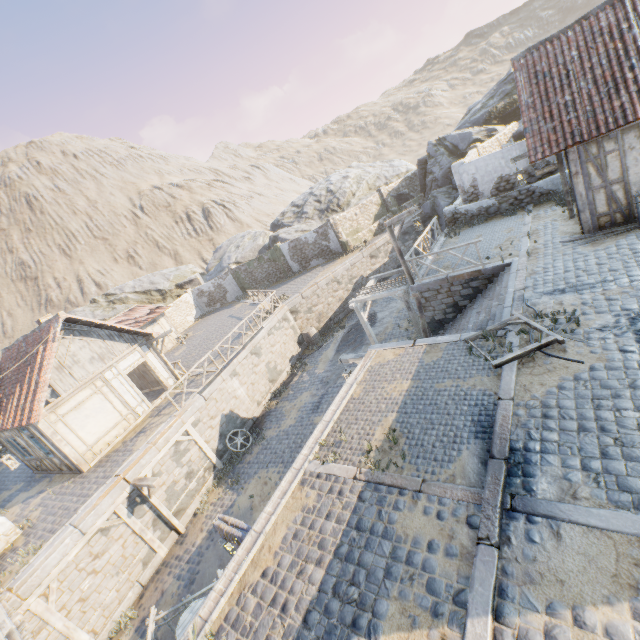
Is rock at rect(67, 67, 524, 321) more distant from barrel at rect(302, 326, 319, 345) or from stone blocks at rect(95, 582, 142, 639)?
barrel at rect(302, 326, 319, 345)

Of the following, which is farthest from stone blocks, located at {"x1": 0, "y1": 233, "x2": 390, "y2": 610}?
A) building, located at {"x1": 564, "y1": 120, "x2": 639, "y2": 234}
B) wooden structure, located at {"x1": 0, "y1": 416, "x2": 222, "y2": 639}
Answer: building, located at {"x1": 564, "y1": 120, "x2": 639, "y2": 234}

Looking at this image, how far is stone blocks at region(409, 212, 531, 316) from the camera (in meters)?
9.27

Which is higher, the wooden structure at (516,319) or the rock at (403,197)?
the rock at (403,197)

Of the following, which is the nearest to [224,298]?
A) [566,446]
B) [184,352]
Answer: [184,352]

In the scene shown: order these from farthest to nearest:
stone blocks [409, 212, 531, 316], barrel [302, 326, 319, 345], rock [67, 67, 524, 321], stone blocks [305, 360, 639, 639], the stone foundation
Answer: rock [67, 67, 524, 321]
barrel [302, 326, 319, 345]
the stone foundation
stone blocks [409, 212, 531, 316]
stone blocks [305, 360, 639, 639]

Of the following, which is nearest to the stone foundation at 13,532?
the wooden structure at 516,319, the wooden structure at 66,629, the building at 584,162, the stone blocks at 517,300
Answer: the wooden structure at 66,629

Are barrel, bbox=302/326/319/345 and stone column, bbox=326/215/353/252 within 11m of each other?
yes
